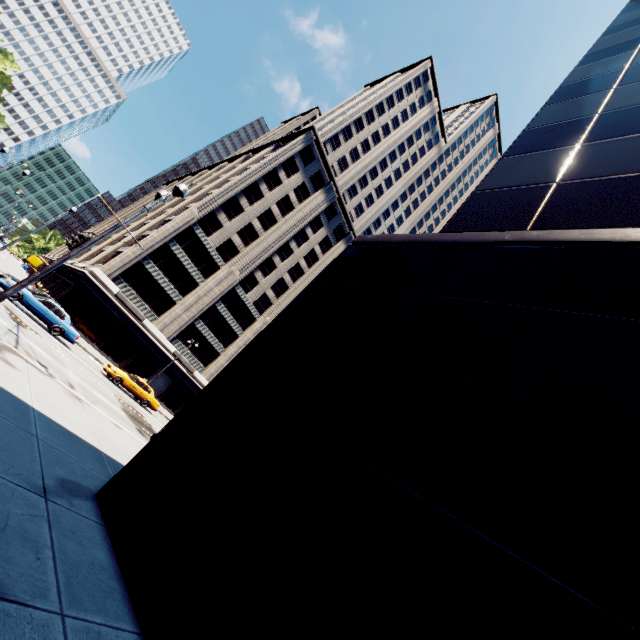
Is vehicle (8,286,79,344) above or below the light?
below

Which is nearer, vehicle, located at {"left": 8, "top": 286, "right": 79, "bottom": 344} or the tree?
vehicle, located at {"left": 8, "top": 286, "right": 79, "bottom": 344}

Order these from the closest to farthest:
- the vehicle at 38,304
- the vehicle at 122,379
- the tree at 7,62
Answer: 1. the vehicle at 38,304
2. the vehicle at 122,379
3. the tree at 7,62

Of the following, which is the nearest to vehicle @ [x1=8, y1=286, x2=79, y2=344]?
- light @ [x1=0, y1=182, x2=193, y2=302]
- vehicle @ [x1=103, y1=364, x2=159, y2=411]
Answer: vehicle @ [x1=103, y1=364, x2=159, y2=411]

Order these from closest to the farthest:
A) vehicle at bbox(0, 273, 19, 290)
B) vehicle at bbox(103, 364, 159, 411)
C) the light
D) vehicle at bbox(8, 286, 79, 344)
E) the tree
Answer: the light → vehicle at bbox(0, 273, 19, 290) → vehicle at bbox(8, 286, 79, 344) → vehicle at bbox(103, 364, 159, 411) → the tree

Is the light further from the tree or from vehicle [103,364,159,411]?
the tree

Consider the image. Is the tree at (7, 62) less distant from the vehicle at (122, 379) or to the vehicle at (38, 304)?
the vehicle at (38, 304)

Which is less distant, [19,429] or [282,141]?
[19,429]
